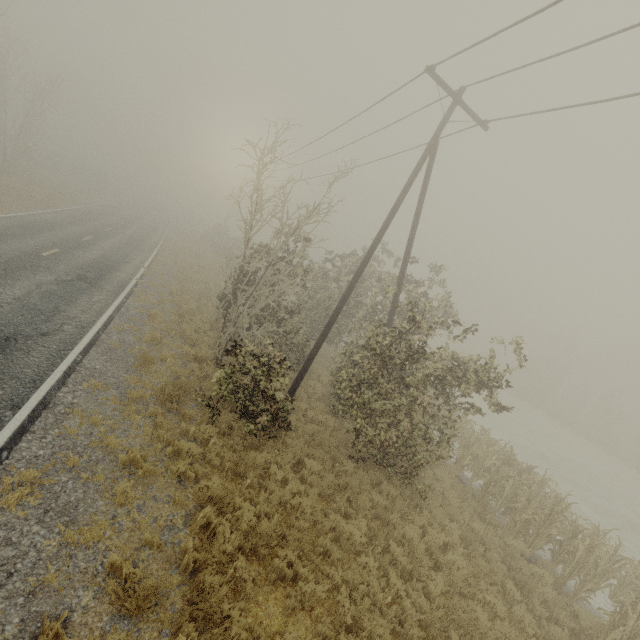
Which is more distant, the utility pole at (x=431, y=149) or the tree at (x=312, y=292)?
the utility pole at (x=431, y=149)

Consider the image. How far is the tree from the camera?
9.0 meters

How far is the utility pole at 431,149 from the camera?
10.28m

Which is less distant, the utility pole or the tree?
the tree

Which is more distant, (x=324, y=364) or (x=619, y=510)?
(x=619, y=510)

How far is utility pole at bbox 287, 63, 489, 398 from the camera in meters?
10.3 m

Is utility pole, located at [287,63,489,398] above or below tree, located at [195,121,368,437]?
above
